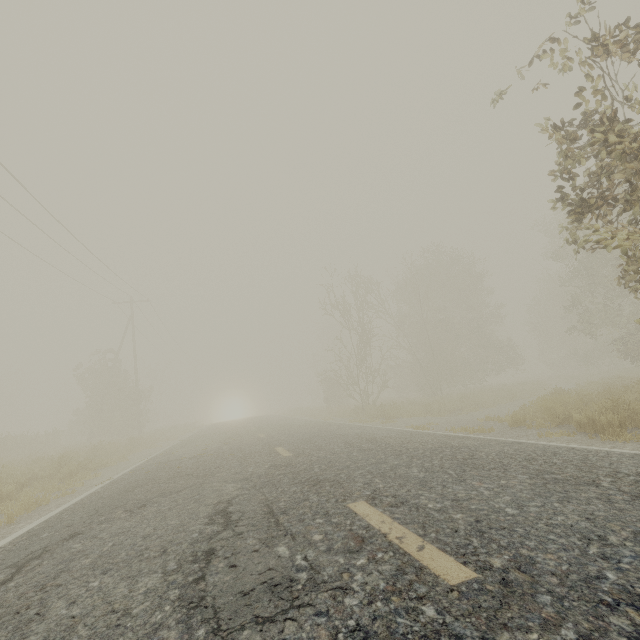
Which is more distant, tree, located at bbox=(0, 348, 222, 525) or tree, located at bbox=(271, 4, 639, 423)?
tree, located at bbox=(0, 348, 222, 525)

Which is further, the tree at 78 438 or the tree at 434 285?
the tree at 78 438

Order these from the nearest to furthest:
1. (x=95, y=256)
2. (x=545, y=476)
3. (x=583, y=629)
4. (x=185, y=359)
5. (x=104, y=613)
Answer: (x=583, y=629), (x=104, y=613), (x=545, y=476), (x=95, y=256), (x=185, y=359)
